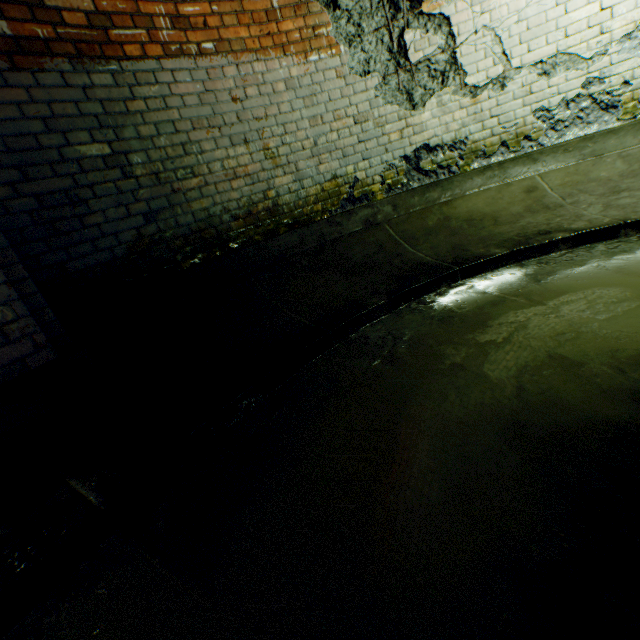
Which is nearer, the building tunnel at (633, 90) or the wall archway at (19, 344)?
the building tunnel at (633, 90)

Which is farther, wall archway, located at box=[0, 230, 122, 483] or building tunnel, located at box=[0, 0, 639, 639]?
wall archway, located at box=[0, 230, 122, 483]

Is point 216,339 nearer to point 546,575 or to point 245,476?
point 245,476
